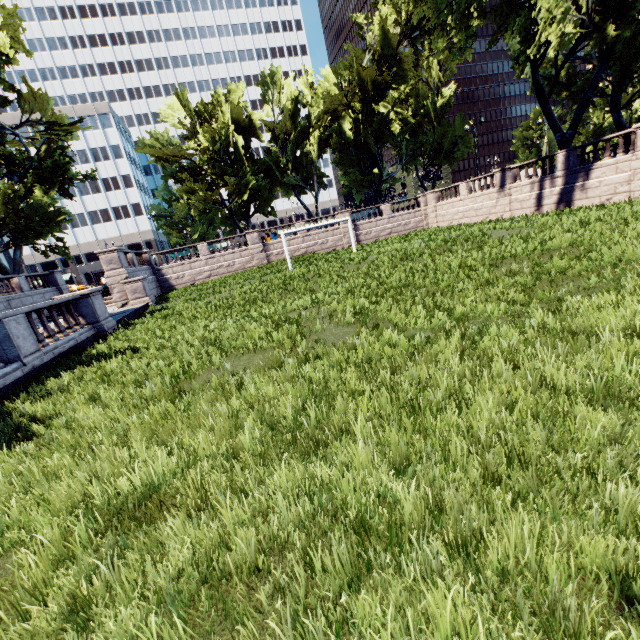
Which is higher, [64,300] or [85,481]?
[64,300]

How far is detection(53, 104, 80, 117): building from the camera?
59.2m

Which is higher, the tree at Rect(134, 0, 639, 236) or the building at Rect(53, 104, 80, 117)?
the building at Rect(53, 104, 80, 117)

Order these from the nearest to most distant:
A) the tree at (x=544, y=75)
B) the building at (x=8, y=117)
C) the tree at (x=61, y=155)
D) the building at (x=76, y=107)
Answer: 1. the tree at (x=544, y=75)
2. the tree at (x=61, y=155)
3. the building at (x=8, y=117)
4. the building at (x=76, y=107)

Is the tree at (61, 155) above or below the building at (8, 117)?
below

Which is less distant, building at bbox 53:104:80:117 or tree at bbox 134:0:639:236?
tree at bbox 134:0:639:236

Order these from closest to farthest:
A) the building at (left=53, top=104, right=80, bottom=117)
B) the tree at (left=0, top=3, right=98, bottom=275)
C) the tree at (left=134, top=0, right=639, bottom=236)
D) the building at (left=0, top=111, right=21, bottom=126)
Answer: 1. the tree at (left=134, top=0, right=639, bottom=236)
2. the tree at (left=0, top=3, right=98, bottom=275)
3. the building at (left=0, top=111, right=21, bottom=126)
4. the building at (left=53, top=104, right=80, bottom=117)
